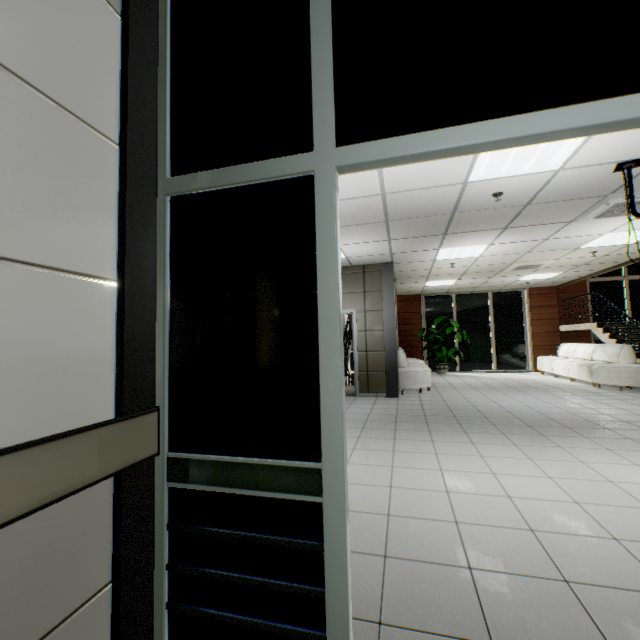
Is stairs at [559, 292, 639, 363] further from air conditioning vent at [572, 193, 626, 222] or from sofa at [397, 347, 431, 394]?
sofa at [397, 347, 431, 394]

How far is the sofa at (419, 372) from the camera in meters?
8.0

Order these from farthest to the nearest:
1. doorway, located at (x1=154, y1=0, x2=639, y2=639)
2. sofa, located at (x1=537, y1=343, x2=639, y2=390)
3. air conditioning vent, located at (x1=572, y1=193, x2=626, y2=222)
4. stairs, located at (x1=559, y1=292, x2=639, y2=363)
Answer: stairs, located at (x1=559, y1=292, x2=639, y2=363) < sofa, located at (x1=537, y1=343, x2=639, y2=390) < air conditioning vent, located at (x1=572, y1=193, x2=626, y2=222) < doorway, located at (x1=154, y1=0, x2=639, y2=639)

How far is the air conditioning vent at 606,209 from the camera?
4.4m

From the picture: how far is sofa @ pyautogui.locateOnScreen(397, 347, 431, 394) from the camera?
8.01m

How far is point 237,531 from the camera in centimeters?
115cm

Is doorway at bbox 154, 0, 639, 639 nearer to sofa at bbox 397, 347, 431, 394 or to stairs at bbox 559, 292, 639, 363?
sofa at bbox 397, 347, 431, 394

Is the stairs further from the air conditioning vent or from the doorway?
the doorway
